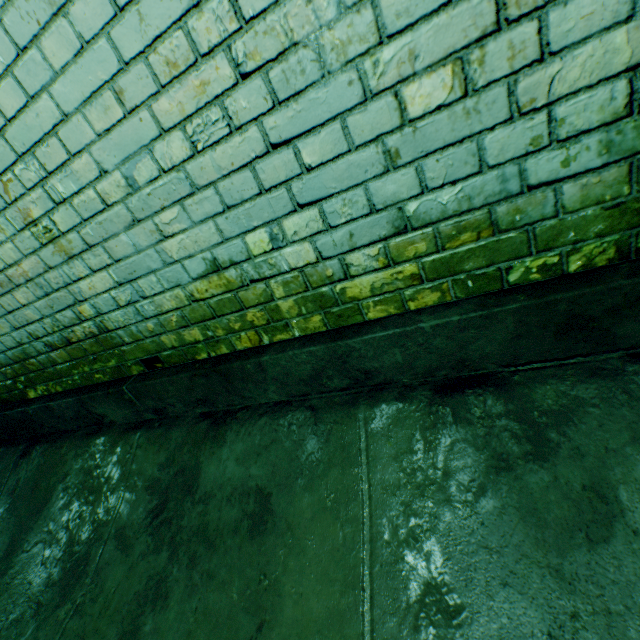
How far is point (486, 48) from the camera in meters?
0.7
